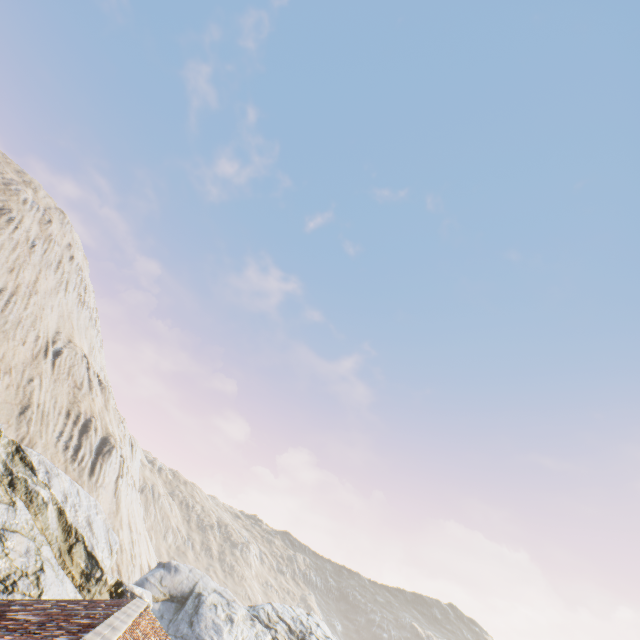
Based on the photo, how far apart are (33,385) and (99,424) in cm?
993
